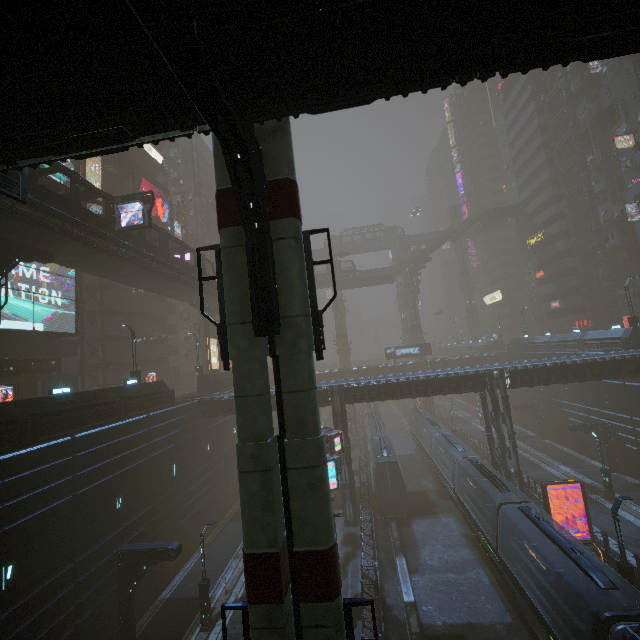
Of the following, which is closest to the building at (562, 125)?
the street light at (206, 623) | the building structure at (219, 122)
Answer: the street light at (206, 623)

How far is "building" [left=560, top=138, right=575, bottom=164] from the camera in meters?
49.9

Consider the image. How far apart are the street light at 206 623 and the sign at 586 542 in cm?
2077

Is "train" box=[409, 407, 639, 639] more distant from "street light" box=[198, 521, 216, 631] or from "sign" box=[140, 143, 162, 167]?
"sign" box=[140, 143, 162, 167]

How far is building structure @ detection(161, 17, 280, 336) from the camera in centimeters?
504cm

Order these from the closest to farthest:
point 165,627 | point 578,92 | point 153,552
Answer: point 153,552 → point 165,627 → point 578,92

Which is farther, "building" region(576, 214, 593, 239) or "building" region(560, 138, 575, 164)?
"building" region(560, 138, 575, 164)
